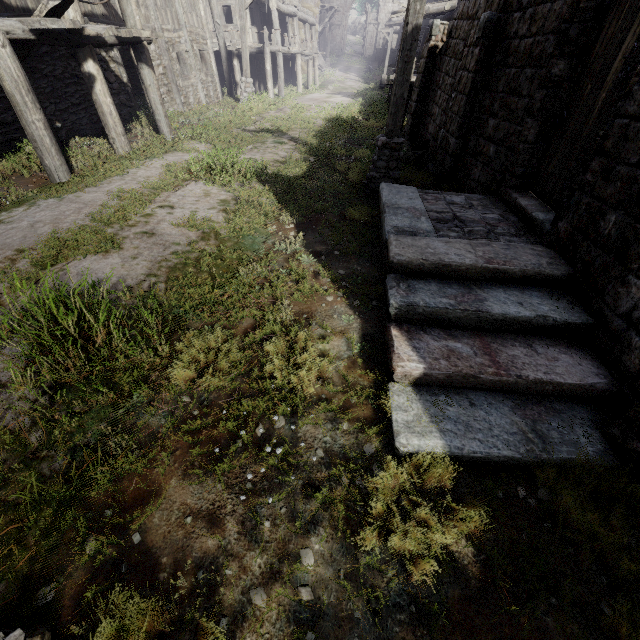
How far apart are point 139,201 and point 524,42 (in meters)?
7.74

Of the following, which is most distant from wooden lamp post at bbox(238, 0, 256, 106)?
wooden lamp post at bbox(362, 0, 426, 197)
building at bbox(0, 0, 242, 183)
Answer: wooden lamp post at bbox(362, 0, 426, 197)

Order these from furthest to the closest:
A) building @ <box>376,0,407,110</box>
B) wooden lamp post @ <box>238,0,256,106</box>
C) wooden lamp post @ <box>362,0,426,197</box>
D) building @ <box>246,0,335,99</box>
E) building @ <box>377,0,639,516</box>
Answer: building @ <box>246,0,335,99</box>, building @ <box>376,0,407,110</box>, wooden lamp post @ <box>238,0,256,106</box>, wooden lamp post @ <box>362,0,426,197</box>, building @ <box>377,0,639,516</box>

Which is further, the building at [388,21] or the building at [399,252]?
the building at [388,21]

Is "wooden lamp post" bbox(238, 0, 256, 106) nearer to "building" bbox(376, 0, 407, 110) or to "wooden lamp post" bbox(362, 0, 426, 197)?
"building" bbox(376, 0, 407, 110)

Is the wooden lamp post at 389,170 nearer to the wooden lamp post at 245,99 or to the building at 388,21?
the building at 388,21
